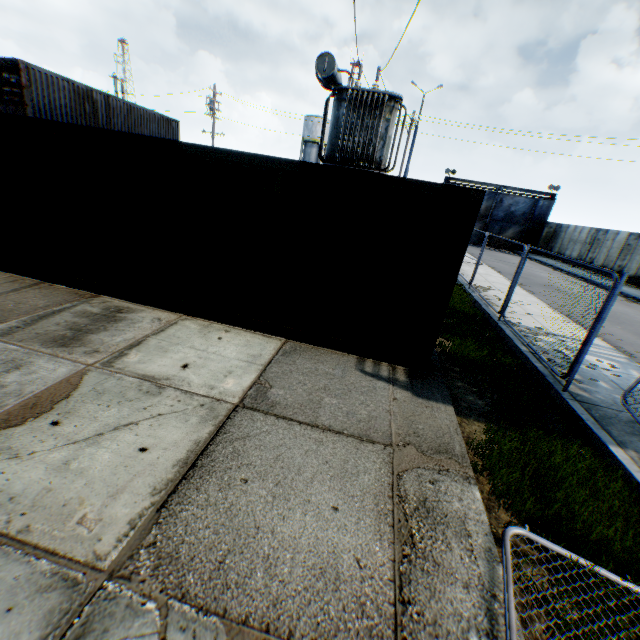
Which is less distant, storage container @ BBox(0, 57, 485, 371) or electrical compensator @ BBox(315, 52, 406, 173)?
storage container @ BBox(0, 57, 485, 371)

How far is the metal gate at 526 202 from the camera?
33.1m

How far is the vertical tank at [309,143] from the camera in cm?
4725

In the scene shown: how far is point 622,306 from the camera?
15.53m

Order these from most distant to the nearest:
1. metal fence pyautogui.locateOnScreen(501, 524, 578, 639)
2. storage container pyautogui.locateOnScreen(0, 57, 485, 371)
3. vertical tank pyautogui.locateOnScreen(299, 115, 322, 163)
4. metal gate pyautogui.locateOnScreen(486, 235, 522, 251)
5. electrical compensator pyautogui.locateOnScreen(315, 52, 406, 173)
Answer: vertical tank pyautogui.locateOnScreen(299, 115, 322, 163) < metal gate pyautogui.locateOnScreen(486, 235, 522, 251) < electrical compensator pyautogui.locateOnScreen(315, 52, 406, 173) < storage container pyautogui.locateOnScreen(0, 57, 485, 371) < metal fence pyautogui.locateOnScreen(501, 524, 578, 639)

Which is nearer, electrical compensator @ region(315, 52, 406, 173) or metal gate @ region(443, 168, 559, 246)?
electrical compensator @ region(315, 52, 406, 173)

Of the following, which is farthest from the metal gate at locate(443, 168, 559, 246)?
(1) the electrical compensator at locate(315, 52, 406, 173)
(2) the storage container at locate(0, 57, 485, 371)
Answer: (2) the storage container at locate(0, 57, 485, 371)
